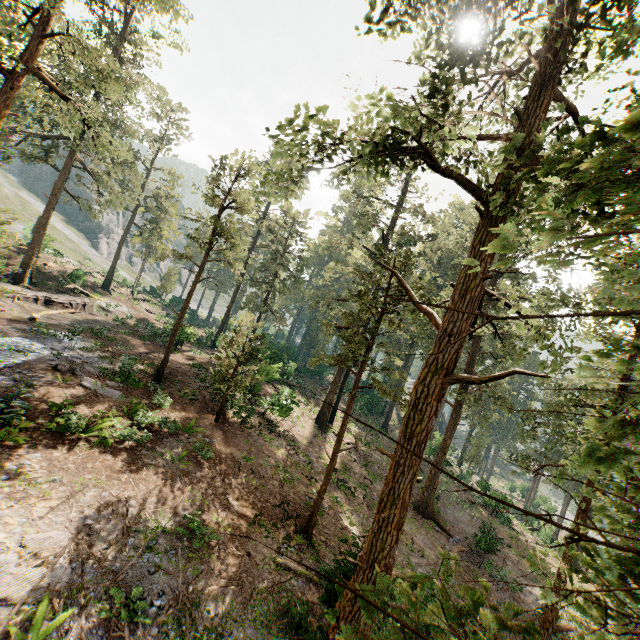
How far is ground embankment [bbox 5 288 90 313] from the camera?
25.4 meters

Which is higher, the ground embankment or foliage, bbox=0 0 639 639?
foliage, bbox=0 0 639 639

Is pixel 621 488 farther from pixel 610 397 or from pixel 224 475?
pixel 610 397

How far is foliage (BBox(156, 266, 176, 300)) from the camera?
47.3 meters

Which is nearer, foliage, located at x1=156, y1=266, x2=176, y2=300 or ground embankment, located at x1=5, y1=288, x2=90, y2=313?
ground embankment, located at x1=5, y1=288, x2=90, y2=313

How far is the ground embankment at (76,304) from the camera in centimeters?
2539cm

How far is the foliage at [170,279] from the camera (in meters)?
47.31

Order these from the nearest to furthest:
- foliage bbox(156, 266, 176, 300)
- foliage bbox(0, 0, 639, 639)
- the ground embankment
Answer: foliage bbox(0, 0, 639, 639)
the ground embankment
foliage bbox(156, 266, 176, 300)
